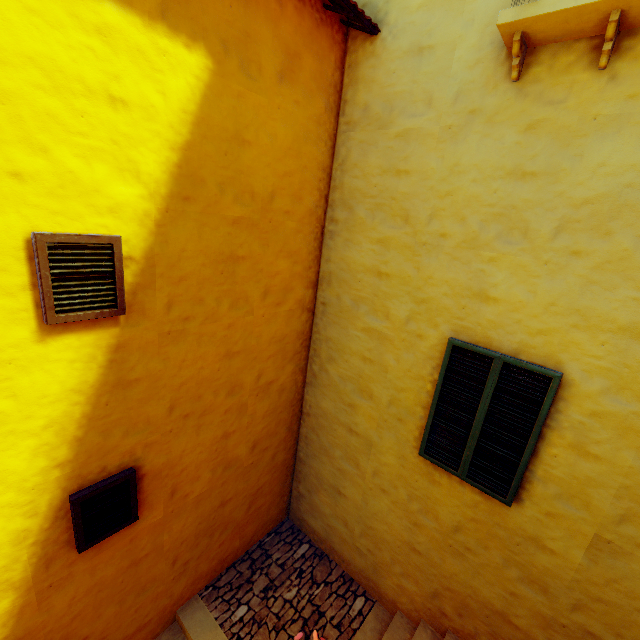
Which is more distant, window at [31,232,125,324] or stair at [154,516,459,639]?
stair at [154,516,459,639]

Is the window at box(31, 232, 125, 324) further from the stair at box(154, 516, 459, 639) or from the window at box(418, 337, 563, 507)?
the stair at box(154, 516, 459, 639)

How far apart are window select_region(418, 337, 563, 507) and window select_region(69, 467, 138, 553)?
3.4m

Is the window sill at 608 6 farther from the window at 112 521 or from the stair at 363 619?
the stair at 363 619

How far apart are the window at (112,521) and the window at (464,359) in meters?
3.4 m

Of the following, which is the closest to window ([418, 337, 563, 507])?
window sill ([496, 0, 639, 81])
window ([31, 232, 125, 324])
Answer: window sill ([496, 0, 639, 81])

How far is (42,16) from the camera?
2.11m

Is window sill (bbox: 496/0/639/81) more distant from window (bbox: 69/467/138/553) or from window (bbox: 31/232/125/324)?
window (bbox: 69/467/138/553)
